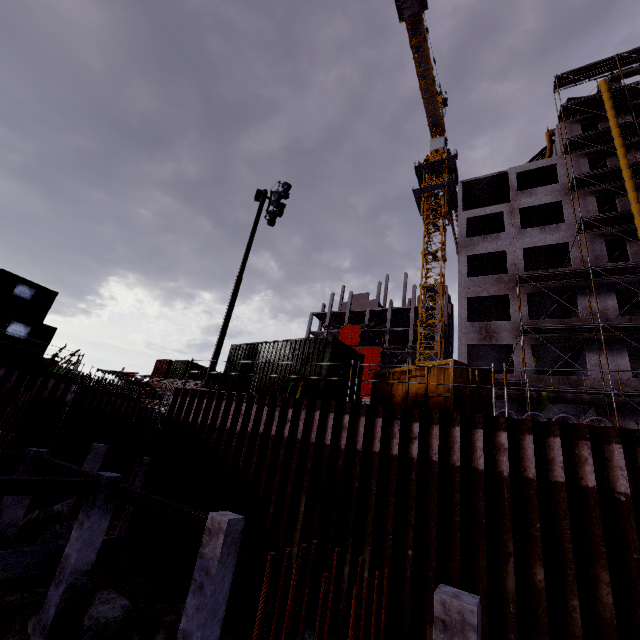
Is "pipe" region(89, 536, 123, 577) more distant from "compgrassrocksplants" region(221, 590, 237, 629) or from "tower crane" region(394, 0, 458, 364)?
"tower crane" region(394, 0, 458, 364)

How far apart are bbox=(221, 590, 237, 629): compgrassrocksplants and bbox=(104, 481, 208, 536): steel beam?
2.1m

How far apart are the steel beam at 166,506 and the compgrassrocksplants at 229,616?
2.1 meters

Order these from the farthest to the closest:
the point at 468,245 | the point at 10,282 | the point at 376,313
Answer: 1. the point at 376,313
2. the point at 468,245
3. the point at 10,282

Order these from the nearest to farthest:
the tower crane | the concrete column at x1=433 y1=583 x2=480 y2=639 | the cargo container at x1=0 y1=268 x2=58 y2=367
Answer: the concrete column at x1=433 y1=583 x2=480 y2=639 → the cargo container at x1=0 y1=268 x2=58 y2=367 → the tower crane

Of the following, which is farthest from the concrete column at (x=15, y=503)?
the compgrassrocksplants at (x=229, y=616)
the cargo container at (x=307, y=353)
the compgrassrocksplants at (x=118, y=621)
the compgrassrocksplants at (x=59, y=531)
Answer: the compgrassrocksplants at (x=229, y=616)

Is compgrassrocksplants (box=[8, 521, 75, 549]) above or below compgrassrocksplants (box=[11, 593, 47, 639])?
above

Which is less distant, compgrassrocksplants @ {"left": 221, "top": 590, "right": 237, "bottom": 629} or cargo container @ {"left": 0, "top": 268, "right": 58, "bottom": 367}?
compgrassrocksplants @ {"left": 221, "top": 590, "right": 237, "bottom": 629}
